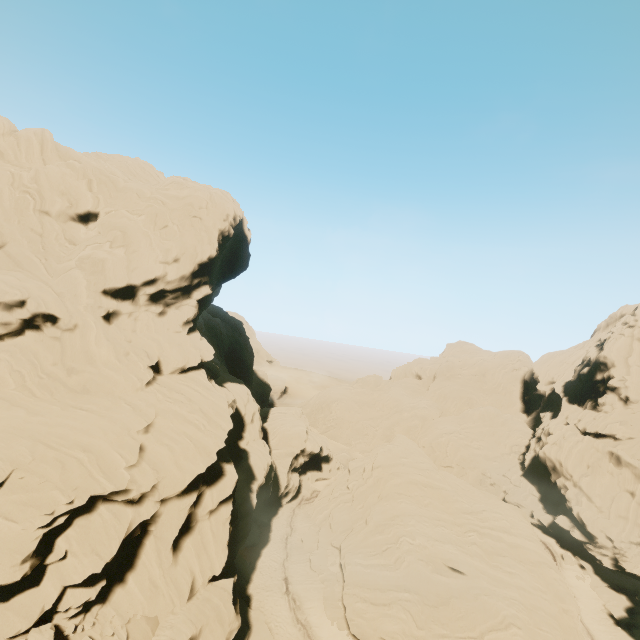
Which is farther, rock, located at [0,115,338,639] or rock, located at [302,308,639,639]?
rock, located at [302,308,639,639]

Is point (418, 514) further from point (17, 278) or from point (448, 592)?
point (17, 278)

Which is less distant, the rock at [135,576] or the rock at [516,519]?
the rock at [135,576]
